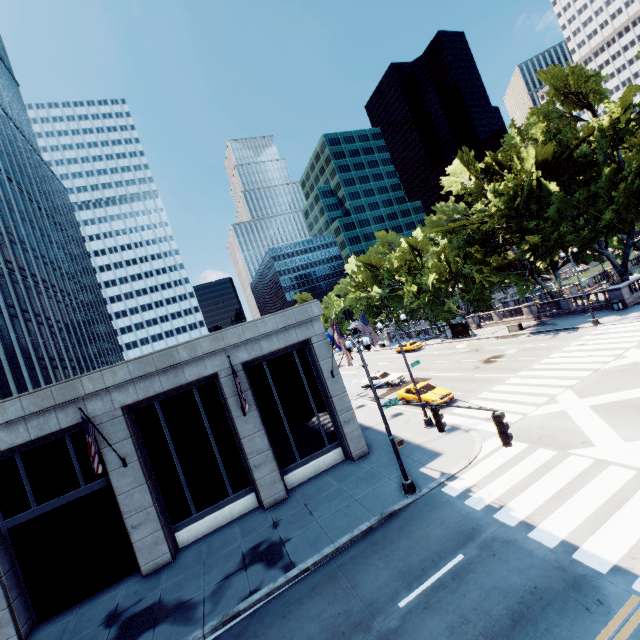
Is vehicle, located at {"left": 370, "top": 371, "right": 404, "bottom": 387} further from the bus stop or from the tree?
the bus stop

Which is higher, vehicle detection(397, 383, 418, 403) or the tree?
the tree

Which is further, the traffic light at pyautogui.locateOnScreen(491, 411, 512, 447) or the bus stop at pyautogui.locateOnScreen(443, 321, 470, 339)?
the bus stop at pyautogui.locateOnScreen(443, 321, 470, 339)

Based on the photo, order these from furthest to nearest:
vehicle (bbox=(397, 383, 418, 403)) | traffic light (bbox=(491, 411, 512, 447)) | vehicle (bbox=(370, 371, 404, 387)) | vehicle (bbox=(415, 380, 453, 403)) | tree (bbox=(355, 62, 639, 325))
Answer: vehicle (bbox=(370, 371, 404, 387)), tree (bbox=(355, 62, 639, 325)), vehicle (bbox=(397, 383, 418, 403)), vehicle (bbox=(415, 380, 453, 403)), traffic light (bbox=(491, 411, 512, 447))

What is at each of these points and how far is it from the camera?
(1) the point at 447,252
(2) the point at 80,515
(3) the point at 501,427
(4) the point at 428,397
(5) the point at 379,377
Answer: (1) tree, 48.3 meters
(2) building, 15.2 meters
(3) traffic light, 8.3 meters
(4) vehicle, 23.3 meters
(5) vehicle, 34.3 meters

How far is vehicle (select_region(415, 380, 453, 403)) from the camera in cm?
2275

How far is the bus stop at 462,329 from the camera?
44.7 meters

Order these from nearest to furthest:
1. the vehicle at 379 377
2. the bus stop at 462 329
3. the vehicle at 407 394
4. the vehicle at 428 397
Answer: the vehicle at 428 397 < the vehicle at 407 394 < the vehicle at 379 377 < the bus stop at 462 329
